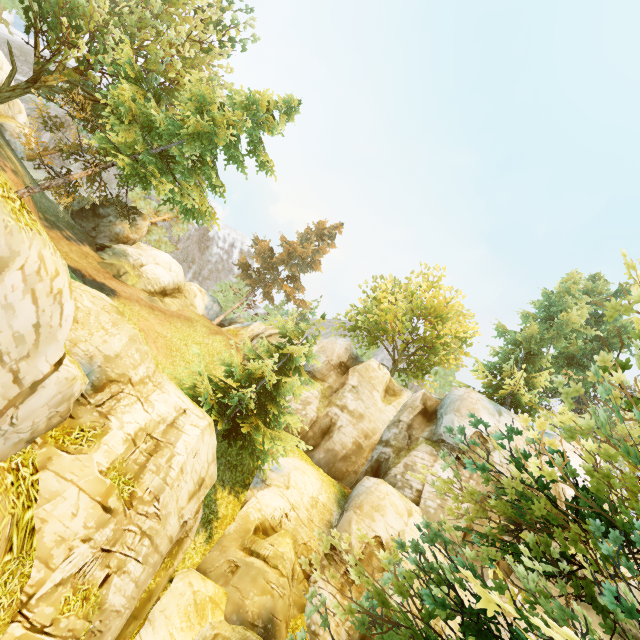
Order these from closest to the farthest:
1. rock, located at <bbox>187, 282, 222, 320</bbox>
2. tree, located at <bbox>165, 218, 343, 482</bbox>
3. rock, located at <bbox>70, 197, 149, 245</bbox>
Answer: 1. tree, located at <bbox>165, 218, 343, 482</bbox>
2. rock, located at <bbox>70, 197, 149, 245</bbox>
3. rock, located at <bbox>187, 282, 222, 320</bbox>

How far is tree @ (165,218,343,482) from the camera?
14.8m

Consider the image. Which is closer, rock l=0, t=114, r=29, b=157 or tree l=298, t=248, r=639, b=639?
tree l=298, t=248, r=639, b=639

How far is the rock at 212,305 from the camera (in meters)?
33.28

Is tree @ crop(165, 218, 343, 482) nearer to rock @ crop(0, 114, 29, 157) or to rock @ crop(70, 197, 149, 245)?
rock @ crop(70, 197, 149, 245)

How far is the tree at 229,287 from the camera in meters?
14.8 m

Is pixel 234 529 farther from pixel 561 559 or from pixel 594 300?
pixel 594 300

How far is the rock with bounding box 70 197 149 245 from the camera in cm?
2366
